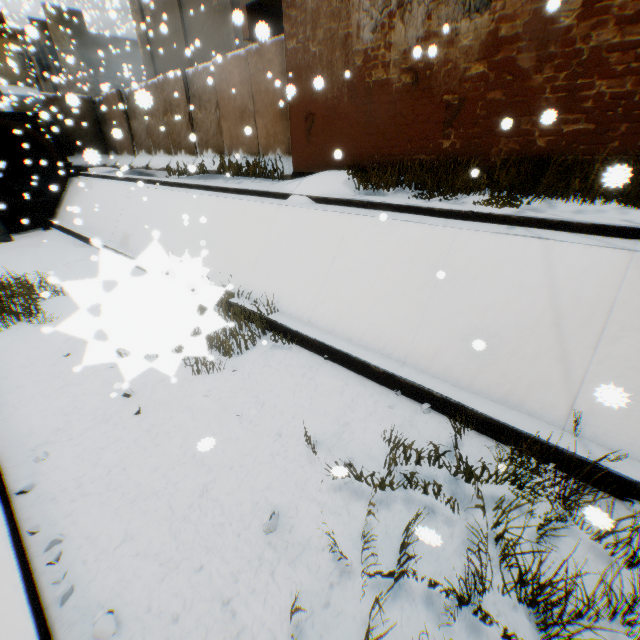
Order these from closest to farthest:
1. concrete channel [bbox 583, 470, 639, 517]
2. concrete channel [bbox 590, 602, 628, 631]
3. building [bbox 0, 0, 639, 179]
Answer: concrete channel [bbox 590, 602, 628, 631] → concrete channel [bbox 583, 470, 639, 517] → building [bbox 0, 0, 639, 179]

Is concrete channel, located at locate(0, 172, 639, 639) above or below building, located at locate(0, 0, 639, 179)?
below

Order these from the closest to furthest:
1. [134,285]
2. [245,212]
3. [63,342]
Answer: [134,285] < [63,342] < [245,212]

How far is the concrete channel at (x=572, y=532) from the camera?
3.0m

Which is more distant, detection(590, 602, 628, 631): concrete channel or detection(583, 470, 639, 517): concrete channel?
detection(583, 470, 639, 517): concrete channel

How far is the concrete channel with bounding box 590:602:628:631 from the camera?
2.7m
